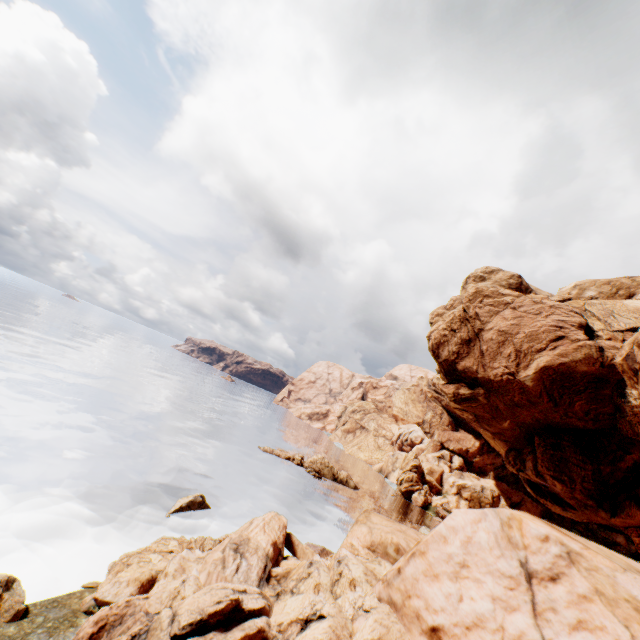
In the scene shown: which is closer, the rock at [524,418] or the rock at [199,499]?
the rock at [524,418]

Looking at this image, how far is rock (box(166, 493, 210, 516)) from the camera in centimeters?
2345cm

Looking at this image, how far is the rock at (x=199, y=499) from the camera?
23.5 meters

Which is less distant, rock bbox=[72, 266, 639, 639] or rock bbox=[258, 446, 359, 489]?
rock bbox=[72, 266, 639, 639]

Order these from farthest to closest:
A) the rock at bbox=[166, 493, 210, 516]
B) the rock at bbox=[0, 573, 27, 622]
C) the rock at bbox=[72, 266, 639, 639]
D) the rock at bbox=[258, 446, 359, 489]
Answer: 1. the rock at bbox=[258, 446, 359, 489]
2. the rock at bbox=[166, 493, 210, 516]
3. the rock at bbox=[0, 573, 27, 622]
4. the rock at bbox=[72, 266, 639, 639]

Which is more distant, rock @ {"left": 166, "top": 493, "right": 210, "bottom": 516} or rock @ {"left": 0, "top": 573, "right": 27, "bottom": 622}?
rock @ {"left": 166, "top": 493, "right": 210, "bottom": 516}

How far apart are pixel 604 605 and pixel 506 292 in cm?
3698
